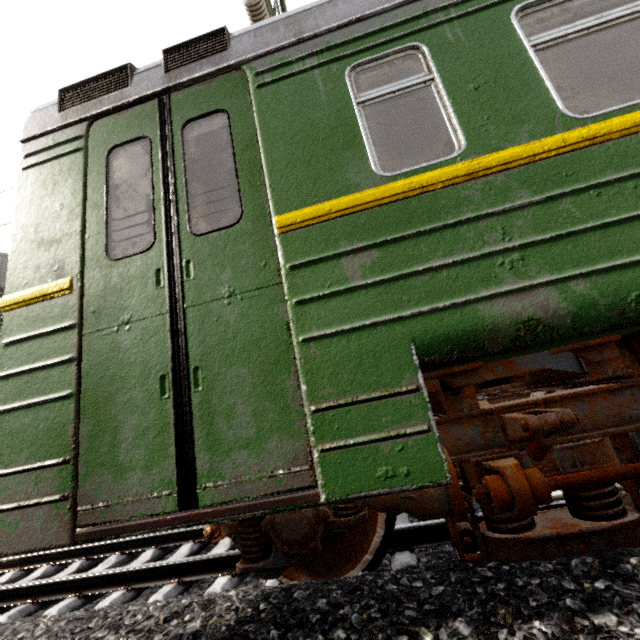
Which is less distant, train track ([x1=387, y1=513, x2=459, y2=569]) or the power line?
train track ([x1=387, y1=513, x2=459, y2=569])

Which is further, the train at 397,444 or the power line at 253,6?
the power line at 253,6

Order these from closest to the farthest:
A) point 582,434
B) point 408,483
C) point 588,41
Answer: point 408,483 → point 582,434 → point 588,41

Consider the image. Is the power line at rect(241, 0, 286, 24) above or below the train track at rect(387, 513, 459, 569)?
above

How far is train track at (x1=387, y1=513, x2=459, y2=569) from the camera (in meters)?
2.41

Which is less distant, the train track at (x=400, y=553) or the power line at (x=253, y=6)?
the train track at (x=400, y=553)

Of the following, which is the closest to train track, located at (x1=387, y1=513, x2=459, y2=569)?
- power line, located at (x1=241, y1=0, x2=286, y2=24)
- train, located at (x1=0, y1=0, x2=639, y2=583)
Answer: train, located at (x1=0, y1=0, x2=639, y2=583)
